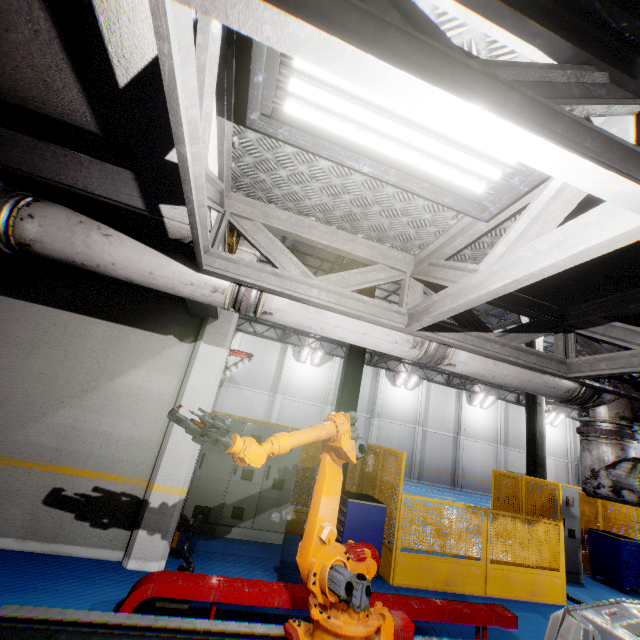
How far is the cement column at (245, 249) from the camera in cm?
612

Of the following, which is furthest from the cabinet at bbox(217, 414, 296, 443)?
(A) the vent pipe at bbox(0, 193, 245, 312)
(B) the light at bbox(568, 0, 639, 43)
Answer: (B) the light at bbox(568, 0, 639, 43)

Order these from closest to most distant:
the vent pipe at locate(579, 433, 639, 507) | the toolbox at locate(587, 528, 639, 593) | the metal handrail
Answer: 1. the vent pipe at locate(579, 433, 639, 507)
2. the metal handrail
3. the toolbox at locate(587, 528, 639, 593)

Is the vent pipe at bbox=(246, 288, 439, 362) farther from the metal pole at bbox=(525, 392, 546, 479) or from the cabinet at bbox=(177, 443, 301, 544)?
the metal pole at bbox=(525, 392, 546, 479)

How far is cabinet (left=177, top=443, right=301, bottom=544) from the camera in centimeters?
630cm

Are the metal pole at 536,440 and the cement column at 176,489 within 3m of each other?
no

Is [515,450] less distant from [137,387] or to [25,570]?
[137,387]

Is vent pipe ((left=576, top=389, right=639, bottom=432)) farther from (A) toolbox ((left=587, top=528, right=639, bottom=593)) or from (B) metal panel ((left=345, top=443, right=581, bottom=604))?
(A) toolbox ((left=587, top=528, right=639, bottom=593))
